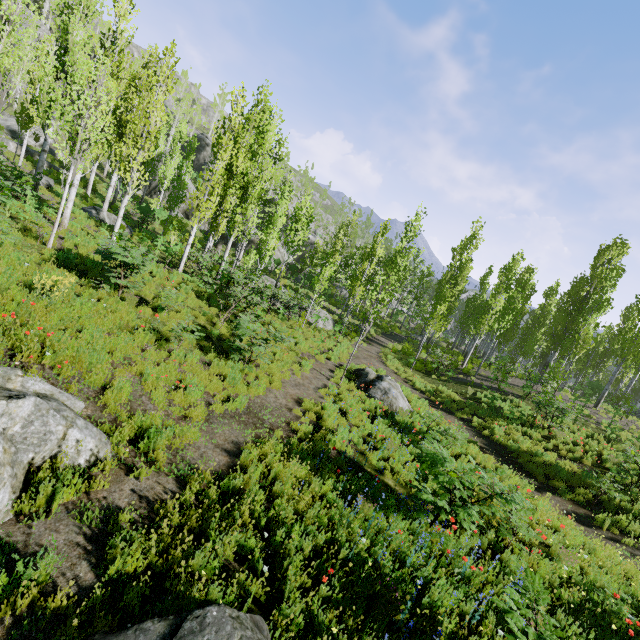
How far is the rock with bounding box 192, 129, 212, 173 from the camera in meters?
52.1 m

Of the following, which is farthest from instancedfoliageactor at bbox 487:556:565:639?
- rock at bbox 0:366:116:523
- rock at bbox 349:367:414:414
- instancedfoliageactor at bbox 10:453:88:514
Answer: instancedfoliageactor at bbox 10:453:88:514

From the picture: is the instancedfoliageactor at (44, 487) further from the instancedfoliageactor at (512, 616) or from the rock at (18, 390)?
the instancedfoliageactor at (512, 616)

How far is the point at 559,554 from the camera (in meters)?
6.73

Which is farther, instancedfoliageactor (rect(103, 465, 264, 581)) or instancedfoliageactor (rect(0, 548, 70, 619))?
instancedfoliageactor (rect(103, 465, 264, 581))

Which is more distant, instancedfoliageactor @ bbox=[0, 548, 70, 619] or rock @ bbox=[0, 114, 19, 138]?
rock @ bbox=[0, 114, 19, 138]

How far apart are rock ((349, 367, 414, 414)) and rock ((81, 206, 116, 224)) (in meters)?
16.18

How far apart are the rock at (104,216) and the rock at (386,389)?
16.2m
